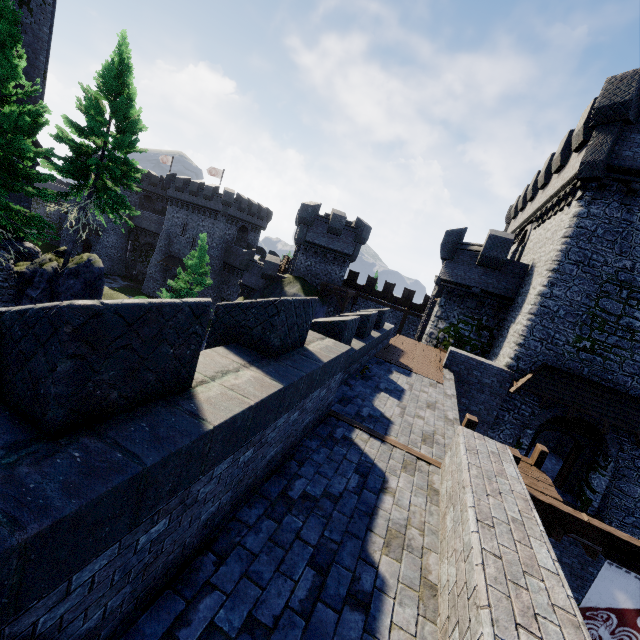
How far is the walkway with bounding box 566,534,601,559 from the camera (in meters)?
11.84

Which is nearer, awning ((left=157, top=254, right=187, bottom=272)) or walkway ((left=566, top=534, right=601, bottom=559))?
walkway ((left=566, top=534, right=601, bottom=559))

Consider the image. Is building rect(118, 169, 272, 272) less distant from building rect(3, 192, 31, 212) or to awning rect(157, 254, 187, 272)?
awning rect(157, 254, 187, 272)

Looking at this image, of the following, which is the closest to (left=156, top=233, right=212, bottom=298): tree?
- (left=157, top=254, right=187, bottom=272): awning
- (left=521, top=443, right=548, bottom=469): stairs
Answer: (left=157, top=254, right=187, bottom=272): awning

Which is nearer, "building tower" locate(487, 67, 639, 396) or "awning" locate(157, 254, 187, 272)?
"building tower" locate(487, 67, 639, 396)

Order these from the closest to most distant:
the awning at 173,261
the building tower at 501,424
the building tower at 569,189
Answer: the building tower at 569,189, the building tower at 501,424, the awning at 173,261

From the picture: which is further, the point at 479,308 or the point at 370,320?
the point at 479,308

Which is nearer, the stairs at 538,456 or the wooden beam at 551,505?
the wooden beam at 551,505
